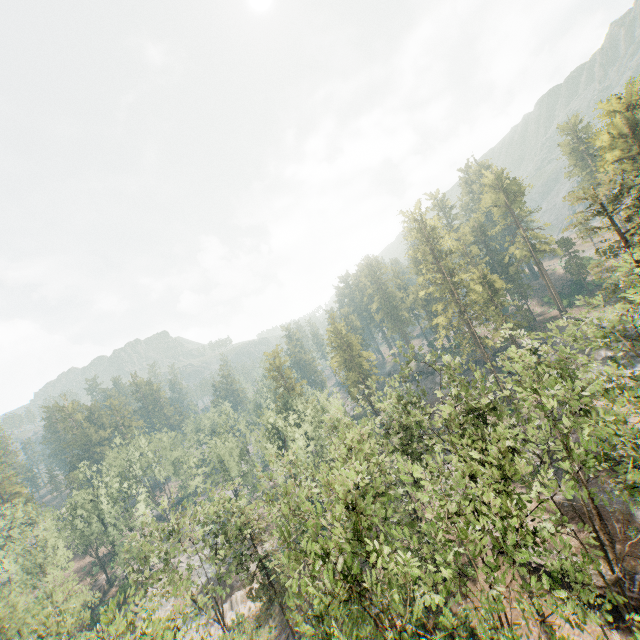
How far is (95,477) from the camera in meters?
57.7

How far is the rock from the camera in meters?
47.1 m

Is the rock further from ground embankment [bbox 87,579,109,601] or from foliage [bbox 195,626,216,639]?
ground embankment [bbox 87,579,109,601]

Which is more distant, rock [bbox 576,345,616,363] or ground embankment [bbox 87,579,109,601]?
ground embankment [bbox 87,579,109,601]

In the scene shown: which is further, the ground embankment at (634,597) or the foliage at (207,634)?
the ground embankment at (634,597)

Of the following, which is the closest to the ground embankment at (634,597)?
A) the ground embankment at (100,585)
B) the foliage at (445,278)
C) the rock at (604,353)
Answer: the foliage at (445,278)

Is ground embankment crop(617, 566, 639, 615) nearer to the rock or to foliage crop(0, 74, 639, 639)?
foliage crop(0, 74, 639, 639)
